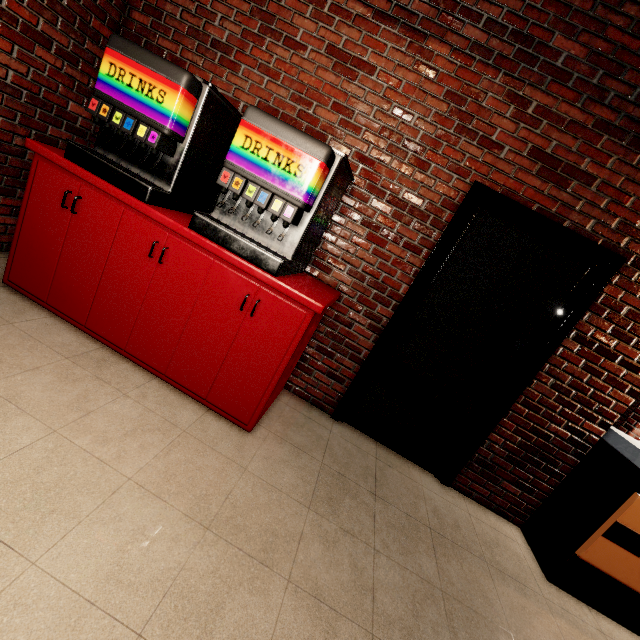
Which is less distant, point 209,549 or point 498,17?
point 209,549
